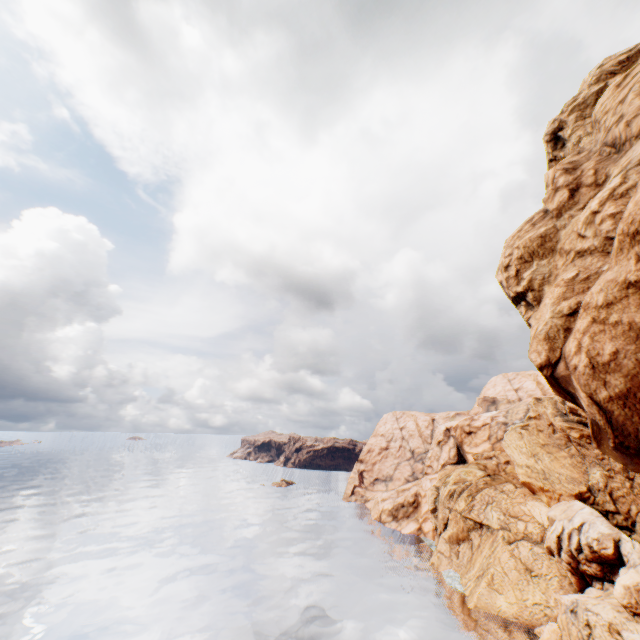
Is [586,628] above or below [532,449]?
below
